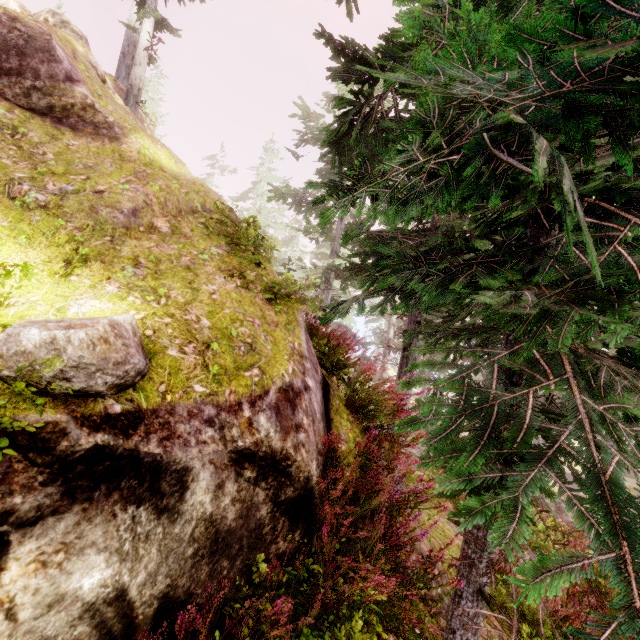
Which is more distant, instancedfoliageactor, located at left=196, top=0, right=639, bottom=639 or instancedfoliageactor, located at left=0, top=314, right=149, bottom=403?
instancedfoliageactor, located at left=0, top=314, right=149, bottom=403

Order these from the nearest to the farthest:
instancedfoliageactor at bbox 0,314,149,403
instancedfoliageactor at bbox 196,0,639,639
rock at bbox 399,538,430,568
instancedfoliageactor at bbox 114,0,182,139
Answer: instancedfoliageactor at bbox 196,0,639,639 → instancedfoliageactor at bbox 0,314,149,403 → rock at bbox 399,538,430,568 → instancedfoliageactor at bbox 114,0,182,139

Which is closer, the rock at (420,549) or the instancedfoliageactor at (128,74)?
the rock at (420,549)

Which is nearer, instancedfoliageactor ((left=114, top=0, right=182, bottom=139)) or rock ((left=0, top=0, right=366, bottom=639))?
rock ((left=0, top=0, right=366, bottom=639))

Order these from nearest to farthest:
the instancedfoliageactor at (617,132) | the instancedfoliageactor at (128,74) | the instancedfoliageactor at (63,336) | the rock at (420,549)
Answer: the instancedfoliageactor at (617,132) < the instancedfoliageactor at (63,336) < the rock at (420,549) < the instancedfoliageactor at (128,74)

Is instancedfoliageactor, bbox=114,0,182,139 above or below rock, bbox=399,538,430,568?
above

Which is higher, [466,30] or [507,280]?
[466,30]
